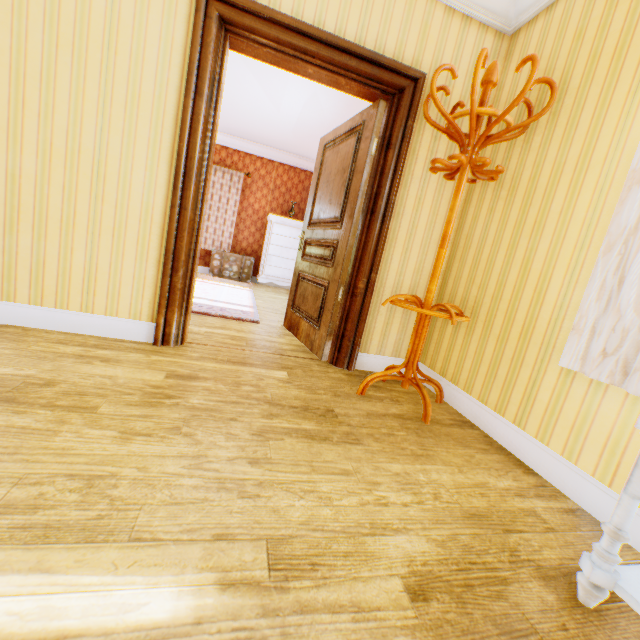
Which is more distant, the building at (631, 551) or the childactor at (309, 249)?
the childactor at (309, 249)

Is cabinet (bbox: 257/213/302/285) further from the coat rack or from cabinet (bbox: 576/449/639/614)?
cabinet (bbox: 576/449/639/614)

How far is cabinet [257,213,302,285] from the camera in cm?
730

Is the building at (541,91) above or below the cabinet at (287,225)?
above

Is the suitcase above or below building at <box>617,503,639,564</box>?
above

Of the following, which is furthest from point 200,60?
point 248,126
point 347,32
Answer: point 248,126

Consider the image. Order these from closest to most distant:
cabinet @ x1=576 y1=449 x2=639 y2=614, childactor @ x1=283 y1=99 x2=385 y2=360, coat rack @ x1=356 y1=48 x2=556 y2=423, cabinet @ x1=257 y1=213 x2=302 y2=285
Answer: cabinet @ x1=576 y1=449 x2=639 y2=614 < coat rack @ x1=356 y1=48 x2=556 y2=423 < childactor @ x1=283 y1=99 x2=385 y2=360 < cabinet @ x1=257 y1=213 x2=302 y2=285

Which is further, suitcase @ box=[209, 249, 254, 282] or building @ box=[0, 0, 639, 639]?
suitcase @ box=[209, 249, 254, 282]
